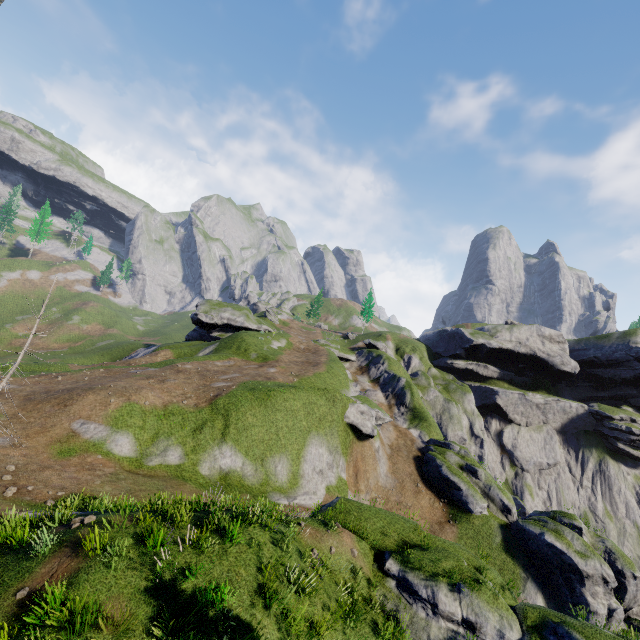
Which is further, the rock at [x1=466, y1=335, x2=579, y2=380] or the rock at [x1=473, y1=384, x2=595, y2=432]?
the rock at [x1=466, y1=335, x2=579, y2=380]

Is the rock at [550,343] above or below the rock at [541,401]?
above

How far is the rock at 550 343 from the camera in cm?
5738

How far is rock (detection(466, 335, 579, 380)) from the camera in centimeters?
5738cm

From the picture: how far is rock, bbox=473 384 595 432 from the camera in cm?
5547

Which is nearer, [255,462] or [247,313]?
[255,462]

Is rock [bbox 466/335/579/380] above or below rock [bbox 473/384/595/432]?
above
